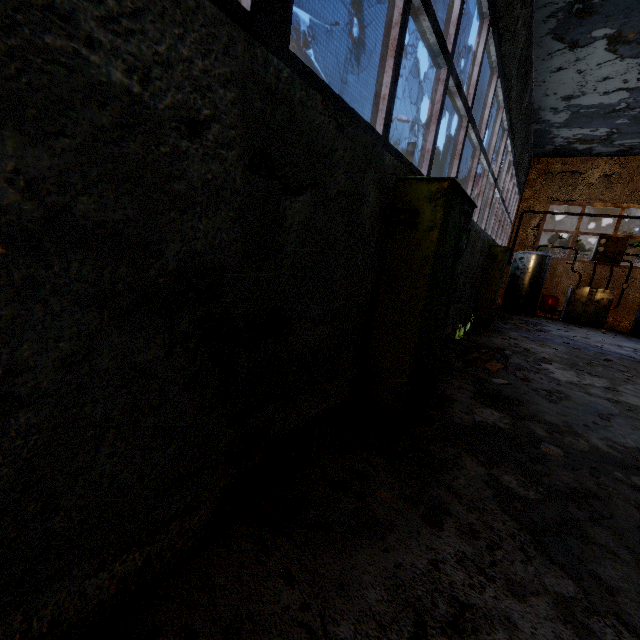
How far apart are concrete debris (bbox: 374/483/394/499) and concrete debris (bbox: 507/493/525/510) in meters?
0.9 m

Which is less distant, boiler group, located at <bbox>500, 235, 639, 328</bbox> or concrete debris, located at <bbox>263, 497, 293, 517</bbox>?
concrete debris, located at <bbox>263, 497, 293, 517</bbox>

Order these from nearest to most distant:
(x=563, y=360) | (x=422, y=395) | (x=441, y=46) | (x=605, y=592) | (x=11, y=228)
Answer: (x=11, y=228) < (x=605, y=592) < (x=441, y=46) < (x=422, y=395) < (x=563, y=360)

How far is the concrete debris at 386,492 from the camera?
2.45m

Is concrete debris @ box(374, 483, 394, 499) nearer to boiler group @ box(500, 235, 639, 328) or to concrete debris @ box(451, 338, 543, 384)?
concrete debris @ box(451, 338, 543, 384)

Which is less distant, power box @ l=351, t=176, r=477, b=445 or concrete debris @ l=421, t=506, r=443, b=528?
concrete debris @ l=421, t=506, r=443, b=528

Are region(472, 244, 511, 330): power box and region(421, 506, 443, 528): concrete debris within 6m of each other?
no

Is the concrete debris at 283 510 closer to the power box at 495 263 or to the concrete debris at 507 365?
the concrete debris at 507 365
